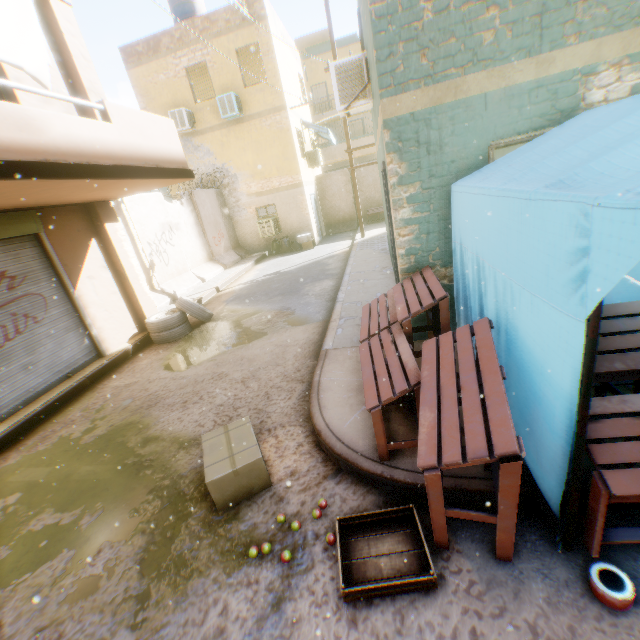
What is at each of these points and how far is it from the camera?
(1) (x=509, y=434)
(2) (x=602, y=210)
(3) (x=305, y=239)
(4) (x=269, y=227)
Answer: (1) table, 1.68m
(2) tent, 1.25m
(3) cardboard box, 15.80m
(4) window air conditioner, 15.81m

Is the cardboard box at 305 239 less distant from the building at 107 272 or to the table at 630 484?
the building at 107 272

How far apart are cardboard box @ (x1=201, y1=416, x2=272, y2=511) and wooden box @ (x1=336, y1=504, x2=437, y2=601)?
0.9m

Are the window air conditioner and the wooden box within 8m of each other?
no

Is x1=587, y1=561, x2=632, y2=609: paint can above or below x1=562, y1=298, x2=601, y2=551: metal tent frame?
below

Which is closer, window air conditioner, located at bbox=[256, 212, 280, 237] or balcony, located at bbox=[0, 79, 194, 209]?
balcony, located at bbox=[0, 79, 194, 209]

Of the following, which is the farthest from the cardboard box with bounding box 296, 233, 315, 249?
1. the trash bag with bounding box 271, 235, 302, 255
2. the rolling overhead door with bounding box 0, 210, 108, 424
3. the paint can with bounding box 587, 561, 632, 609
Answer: the paint can with bounding box 587, 561, 632, 609

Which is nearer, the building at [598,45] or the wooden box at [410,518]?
the wooden box at [410,518]
